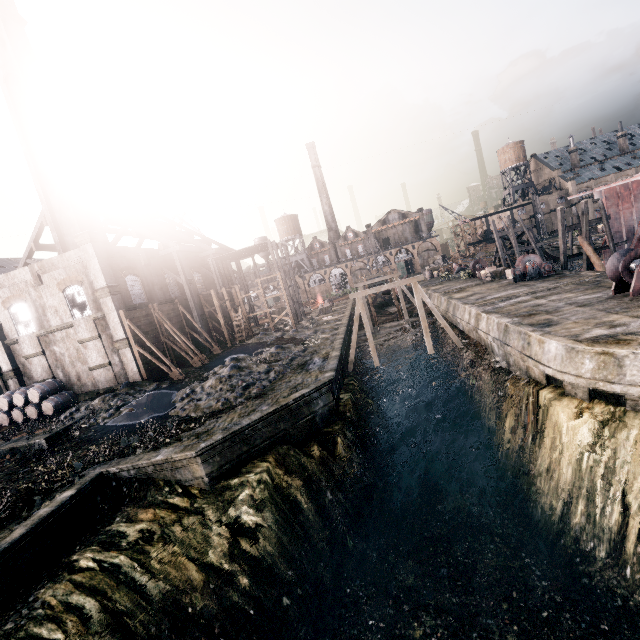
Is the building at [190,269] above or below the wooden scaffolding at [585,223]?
above

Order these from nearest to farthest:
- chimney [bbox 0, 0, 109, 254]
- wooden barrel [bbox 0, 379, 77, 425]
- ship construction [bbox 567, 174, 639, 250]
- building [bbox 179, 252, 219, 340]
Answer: wooden barrel [bbox 0, 379, 77, 425], chimney [bbox 0, 0, 109, 254], ship construction [bbox 567, 174, 639, 250], building [bbox 179, 252, 219, 340]

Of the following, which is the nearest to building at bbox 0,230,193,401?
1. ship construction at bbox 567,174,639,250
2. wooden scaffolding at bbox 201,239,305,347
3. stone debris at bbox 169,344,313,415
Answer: wooden scaffolding at bbox 201,239,305,347

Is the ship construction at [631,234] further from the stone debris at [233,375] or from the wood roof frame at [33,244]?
the wood roof frame at [33,244]

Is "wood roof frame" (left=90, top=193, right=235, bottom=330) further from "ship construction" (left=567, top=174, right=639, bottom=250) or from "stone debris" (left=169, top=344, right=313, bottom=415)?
"ship construction" (left=567, top=174, right=639, bottom=250)

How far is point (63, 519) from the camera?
13.73m

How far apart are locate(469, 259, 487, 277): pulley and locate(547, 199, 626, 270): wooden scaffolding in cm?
1200

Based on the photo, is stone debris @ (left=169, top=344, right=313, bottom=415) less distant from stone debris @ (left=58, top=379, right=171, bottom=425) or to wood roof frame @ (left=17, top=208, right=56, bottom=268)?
stone debris @ (left=58, top=379, right=171, bottom=425)
